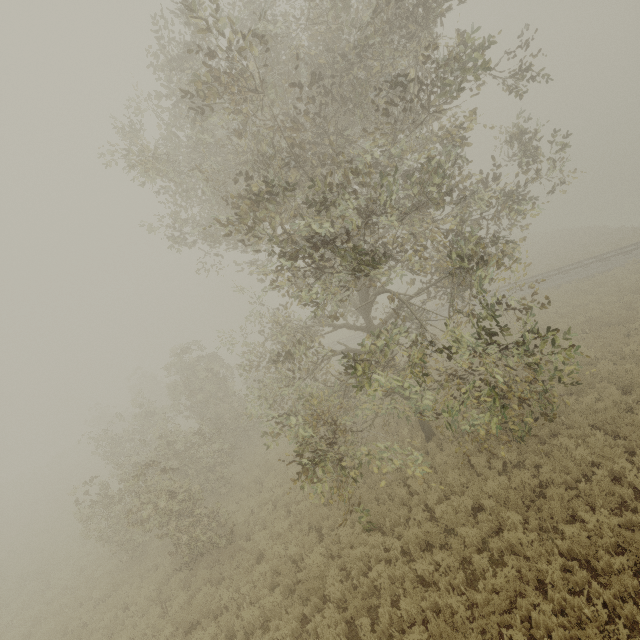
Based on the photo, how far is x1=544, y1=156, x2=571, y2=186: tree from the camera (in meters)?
9.52

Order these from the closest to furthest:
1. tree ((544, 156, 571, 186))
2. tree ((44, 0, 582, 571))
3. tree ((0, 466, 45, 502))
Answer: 1. tree ((44, 0, 582, 571))
2. tree ((544, 156, 571, 186))
3. tree ((0, 466, 45, 502))

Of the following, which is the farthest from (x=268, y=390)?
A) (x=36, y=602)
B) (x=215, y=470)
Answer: (x=36, y=602)

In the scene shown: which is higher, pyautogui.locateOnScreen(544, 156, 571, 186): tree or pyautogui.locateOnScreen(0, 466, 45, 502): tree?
pyautogui.locateOnScreen(544, 156, 571, 186): tree

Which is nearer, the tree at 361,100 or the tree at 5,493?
the tree at 361,100

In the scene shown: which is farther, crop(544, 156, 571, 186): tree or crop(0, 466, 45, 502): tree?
crop(0, 466, 45, 502): tree

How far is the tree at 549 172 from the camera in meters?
9.5 m
